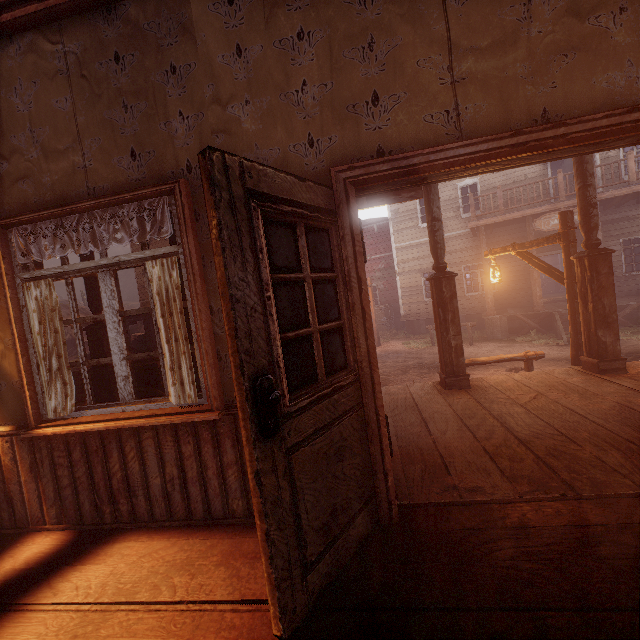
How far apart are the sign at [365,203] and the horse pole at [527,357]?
3.34m

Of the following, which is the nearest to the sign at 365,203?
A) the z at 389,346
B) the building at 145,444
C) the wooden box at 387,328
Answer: the building at 145,444

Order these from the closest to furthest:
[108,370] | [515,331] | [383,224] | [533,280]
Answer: [108,370] < [533,280] < [515,331] < [383,224]

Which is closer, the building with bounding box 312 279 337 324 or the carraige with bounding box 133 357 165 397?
the building with bounding box 312 279 337 324

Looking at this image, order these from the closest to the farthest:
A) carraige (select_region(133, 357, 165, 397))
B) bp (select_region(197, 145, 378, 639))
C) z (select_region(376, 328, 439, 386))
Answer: bp (select_region(197, 145, 378, 639)), carraige (select_region(133, 357, 165, 397)), z (select_region(376, 328, 439, 386))

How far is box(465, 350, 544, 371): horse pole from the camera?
6.39m

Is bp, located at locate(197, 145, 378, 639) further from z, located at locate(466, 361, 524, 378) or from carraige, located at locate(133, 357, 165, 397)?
carraige, located at locate(133, 357, 165, 397)

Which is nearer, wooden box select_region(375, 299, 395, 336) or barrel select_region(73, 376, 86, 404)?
barrel select_region(73, 376, 86, 404)
